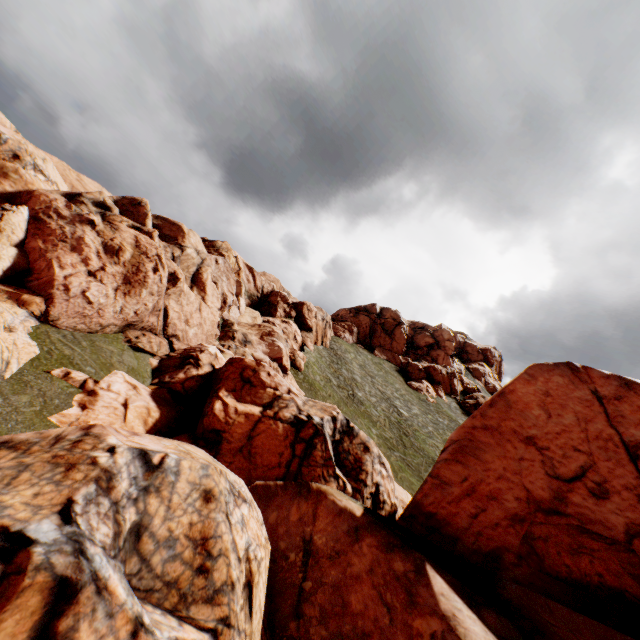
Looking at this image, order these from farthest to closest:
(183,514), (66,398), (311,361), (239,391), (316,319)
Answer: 1. (316,319)
2. (311,361)
3. (239,391)
4. (66,398)
5. (183,514)

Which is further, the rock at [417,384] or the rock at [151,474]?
the rock at [417,384]

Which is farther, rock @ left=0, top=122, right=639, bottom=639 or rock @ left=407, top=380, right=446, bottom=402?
rock @ left=407, top=380, right=446, bottom=402

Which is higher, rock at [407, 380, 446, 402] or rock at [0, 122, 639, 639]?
rock at [407, 380, 446, 402]

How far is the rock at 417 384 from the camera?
56.4m

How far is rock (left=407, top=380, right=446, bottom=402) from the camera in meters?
56.4 m
